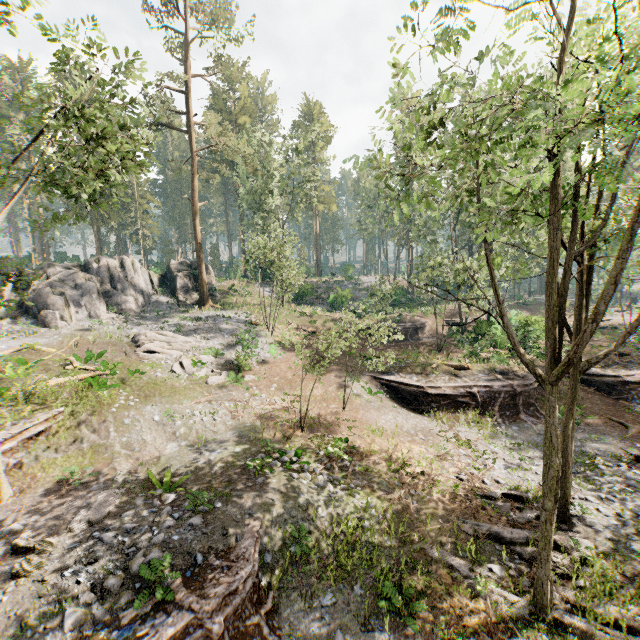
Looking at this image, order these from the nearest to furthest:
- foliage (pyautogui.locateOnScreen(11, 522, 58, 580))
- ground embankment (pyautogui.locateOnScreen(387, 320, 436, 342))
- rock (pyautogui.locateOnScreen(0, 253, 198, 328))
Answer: foliage (pyautogui.locateOnScreen(11, 522, 58, 580)) < rock (pyautogui.locateOnScreen(0, 253, 198, 328)) < ground embankment (pyautogui.locateOnScreen(387, 320, 436, 342))

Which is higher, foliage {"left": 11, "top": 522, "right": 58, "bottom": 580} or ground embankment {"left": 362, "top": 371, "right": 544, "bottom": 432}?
foliage {"left": 11, "top": 522, "right": 58, "bottom": 580}

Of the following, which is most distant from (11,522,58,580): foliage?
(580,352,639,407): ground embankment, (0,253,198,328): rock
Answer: (0,253,198,328): rock

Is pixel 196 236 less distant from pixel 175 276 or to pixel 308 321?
pixel 175 276

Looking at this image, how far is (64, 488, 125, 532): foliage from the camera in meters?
10.0

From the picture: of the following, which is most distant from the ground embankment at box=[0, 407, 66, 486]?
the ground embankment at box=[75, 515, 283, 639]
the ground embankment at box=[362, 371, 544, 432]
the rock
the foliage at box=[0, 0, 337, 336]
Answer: the ground embankment at box=[362, 371, 544, 432]

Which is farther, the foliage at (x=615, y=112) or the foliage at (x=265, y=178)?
the foliage at (x=265, y=178)

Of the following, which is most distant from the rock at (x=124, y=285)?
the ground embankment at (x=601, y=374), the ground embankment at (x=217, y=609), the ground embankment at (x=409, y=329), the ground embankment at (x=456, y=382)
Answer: the ground embankment at (x=601, y=374)
